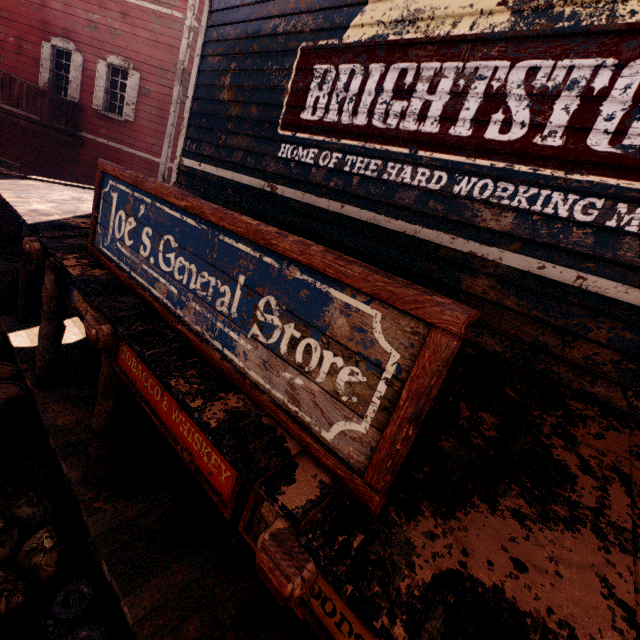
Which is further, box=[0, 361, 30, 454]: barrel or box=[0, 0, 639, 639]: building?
box=[0, 361, 30, 454]: barrel

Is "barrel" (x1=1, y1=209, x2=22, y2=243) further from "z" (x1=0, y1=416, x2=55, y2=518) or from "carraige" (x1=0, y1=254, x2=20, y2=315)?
"carraige" (x1=0, y1=254, x2=20, y2=315)

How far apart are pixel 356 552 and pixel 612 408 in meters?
2.3

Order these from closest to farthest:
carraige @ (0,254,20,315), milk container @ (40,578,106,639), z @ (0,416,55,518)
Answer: milk container @ (40,578,106,639), z @ (0,416,55,518), carraige @ (0,254,20,315)

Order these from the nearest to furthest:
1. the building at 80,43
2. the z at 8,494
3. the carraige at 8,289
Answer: the building at 80,43 → the z at 8,494 → the carraige at 8,289

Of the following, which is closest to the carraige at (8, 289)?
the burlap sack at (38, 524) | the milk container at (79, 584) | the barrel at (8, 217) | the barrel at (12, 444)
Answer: the barrel at (12, 444)

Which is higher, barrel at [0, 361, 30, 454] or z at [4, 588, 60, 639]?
barrel at [0, 361, 30, 454]

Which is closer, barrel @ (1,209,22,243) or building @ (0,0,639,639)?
building @ (0,0,639,639)
